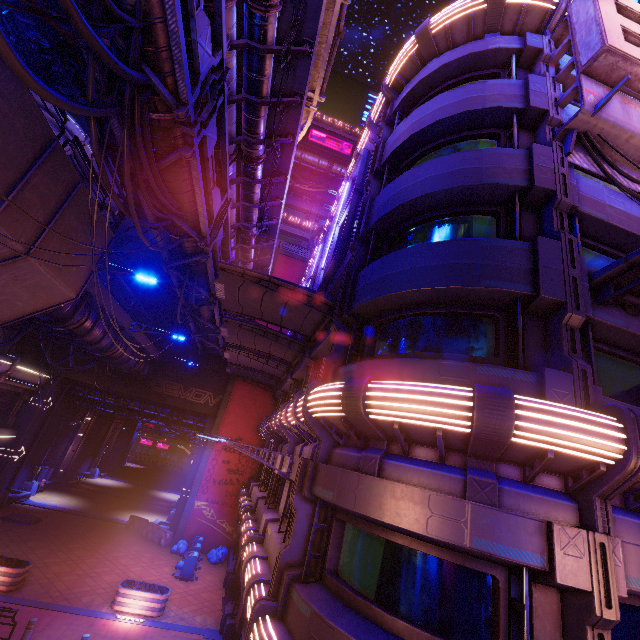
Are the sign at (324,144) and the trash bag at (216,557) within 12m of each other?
no

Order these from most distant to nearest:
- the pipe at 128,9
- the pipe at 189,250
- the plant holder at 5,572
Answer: the plant holder at 5,572
the pipe at 189,250
the pipe at 128,9

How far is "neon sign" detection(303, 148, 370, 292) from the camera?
12.7m

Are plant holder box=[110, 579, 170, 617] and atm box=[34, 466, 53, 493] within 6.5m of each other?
no

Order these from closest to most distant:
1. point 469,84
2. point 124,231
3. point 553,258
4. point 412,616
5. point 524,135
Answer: point 412,616 → point 553,258 → point 524,135 → point 469,84 → point 124,231

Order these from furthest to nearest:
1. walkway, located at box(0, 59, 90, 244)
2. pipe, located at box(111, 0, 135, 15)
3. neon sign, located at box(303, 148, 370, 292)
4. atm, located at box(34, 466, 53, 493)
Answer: atm, located at box(34, 466, 53, 493) < neon sign, located at box(303, 148, 370, 292) < walkway, located at box(0, 59, 90, 244) < pipe, located at box(111, 0, 135, 15)

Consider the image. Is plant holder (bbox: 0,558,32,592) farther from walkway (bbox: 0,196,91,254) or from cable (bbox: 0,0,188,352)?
cable (bbox: 0,0,188,352)

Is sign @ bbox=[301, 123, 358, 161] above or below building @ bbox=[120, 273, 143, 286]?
above
